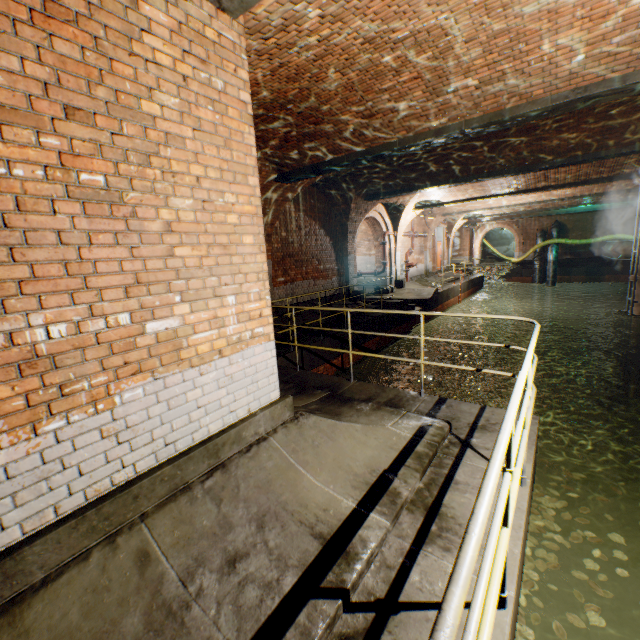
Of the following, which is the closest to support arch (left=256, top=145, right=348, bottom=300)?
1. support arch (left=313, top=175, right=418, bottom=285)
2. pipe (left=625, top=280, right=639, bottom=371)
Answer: support arch (left=313, top=175, right=418, bottom=285)

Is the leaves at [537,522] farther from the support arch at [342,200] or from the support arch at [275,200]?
the support arch at [342,200]

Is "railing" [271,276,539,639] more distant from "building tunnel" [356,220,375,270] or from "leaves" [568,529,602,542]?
"leaves" [568,529,602,542]

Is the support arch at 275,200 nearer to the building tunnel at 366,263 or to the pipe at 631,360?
the building tunnel at 366,263

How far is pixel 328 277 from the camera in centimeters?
1280cm

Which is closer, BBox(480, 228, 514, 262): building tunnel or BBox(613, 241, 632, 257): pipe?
BBox(613, 241, 632, 257): pipe

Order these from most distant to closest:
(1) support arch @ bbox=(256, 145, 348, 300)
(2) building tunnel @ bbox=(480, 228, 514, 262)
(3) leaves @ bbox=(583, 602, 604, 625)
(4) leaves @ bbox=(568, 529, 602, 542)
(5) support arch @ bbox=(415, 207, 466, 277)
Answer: (2) building tunnel @ bbox=(480, 228, 514, 262) < (5) support arch @ bbox=(415, 207, 466, 277) < (1) support arch @ bbox=(256, 145, 348, 300) < (4) leaves @ bbox=(568, 529, 602, 542) < (3) leaves @ bbox=(583, 602, 604, 625)

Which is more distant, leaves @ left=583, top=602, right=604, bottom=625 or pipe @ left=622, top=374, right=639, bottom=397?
pipe @ left=622, top=374, right=639, bottom=397
